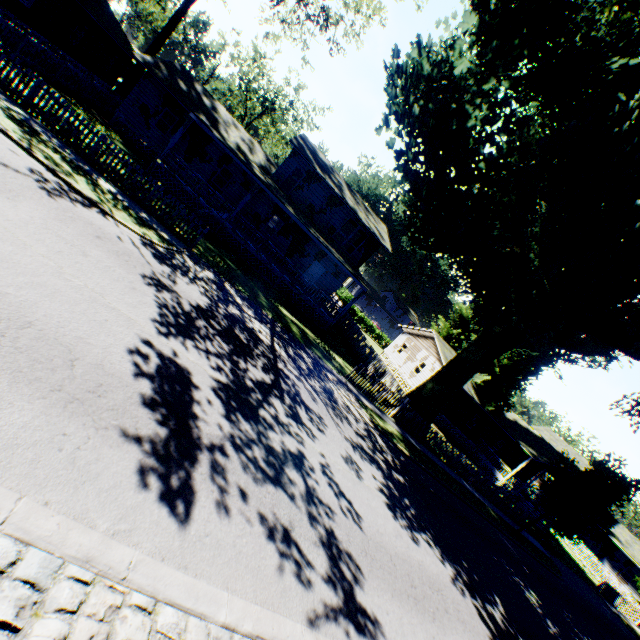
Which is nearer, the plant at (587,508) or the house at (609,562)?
the plant at (587,508)

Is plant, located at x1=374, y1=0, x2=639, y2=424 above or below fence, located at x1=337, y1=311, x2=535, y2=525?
above

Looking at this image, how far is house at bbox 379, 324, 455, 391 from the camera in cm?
3266

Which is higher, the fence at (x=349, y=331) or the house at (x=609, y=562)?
the house at (x=609, y=562)

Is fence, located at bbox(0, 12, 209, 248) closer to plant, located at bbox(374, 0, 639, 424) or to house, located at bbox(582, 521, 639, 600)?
plant, located at bbox(374, 0, 639, 424)

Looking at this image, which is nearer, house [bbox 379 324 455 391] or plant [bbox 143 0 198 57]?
plant [bbox 143 0 198 57]

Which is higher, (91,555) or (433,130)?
(433,130)

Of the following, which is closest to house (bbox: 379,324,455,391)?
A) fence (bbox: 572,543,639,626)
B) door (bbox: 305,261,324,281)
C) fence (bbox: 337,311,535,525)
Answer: door (bbox: 305,261,324,281)
